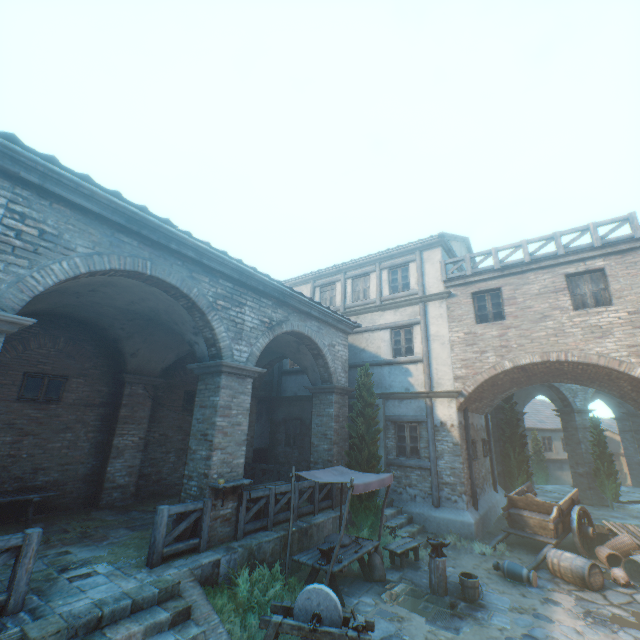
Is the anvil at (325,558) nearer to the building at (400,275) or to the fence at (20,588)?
the building at (400,275)

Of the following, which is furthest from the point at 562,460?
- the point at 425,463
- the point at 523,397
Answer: the point at 425,463

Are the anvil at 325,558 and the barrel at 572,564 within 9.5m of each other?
yes

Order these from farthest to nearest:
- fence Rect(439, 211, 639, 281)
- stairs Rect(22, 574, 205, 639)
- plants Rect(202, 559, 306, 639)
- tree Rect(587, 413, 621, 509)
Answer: tree Rect(587, 413, 621, 509) → fence Rect(439, 211, 639, 281) → plants Rect(202, 559, 306, 639) → stairs Rect(22, 574, 205, 639)

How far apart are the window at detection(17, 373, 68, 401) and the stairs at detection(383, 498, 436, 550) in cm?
1050

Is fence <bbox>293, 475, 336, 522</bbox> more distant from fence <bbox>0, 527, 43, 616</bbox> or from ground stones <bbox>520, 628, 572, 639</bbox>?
fence <bbox>0, 527, 43, 616</bbox>

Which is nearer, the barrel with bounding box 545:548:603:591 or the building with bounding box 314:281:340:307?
the barrel with bounding box 545:548:603:591

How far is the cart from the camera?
9.7 meters
